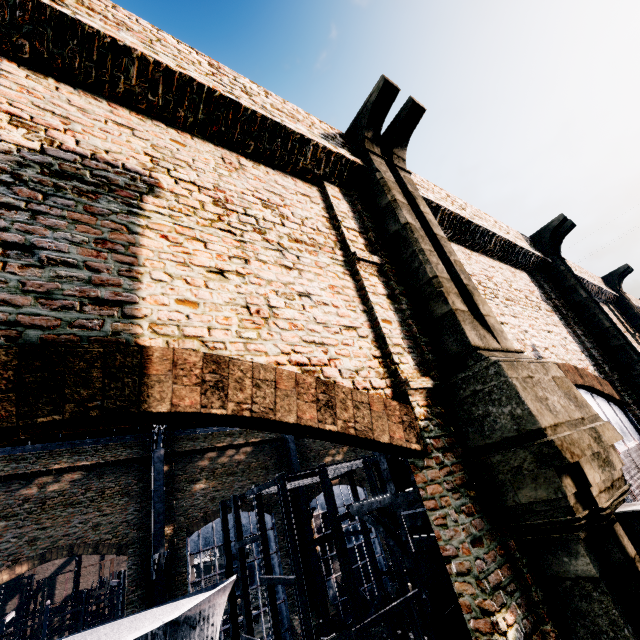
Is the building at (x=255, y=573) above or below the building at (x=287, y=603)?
above

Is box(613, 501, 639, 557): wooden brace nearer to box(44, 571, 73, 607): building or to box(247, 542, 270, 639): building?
box(247, 542, 270, 639): building

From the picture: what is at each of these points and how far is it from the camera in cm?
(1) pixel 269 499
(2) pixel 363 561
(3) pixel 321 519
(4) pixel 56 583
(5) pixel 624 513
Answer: (1) building, 3102
(2) building, 3278
(3) building, 3278
(4) building, 5625
(5) wooden brace, 396

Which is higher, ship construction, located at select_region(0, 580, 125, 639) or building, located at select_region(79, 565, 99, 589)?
building, located at select_region(79, 565, 99, 589)

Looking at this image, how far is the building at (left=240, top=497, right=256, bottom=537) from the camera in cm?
2862

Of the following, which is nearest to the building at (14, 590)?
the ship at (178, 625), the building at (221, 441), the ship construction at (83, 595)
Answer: the ship construction at (83, 595)
